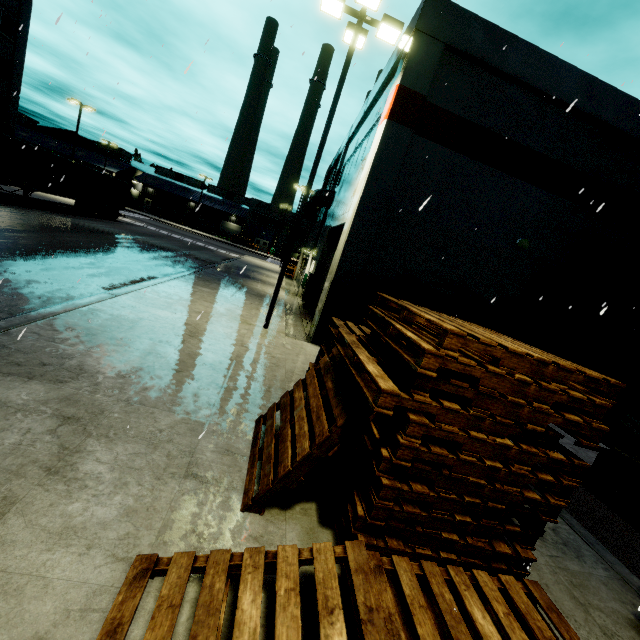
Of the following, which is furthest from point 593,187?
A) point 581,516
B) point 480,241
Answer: point 581,516

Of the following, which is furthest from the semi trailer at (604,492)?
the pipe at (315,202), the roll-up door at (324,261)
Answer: the pipe at (315,202)

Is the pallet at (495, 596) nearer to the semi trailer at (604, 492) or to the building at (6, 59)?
the building at (6, 59)

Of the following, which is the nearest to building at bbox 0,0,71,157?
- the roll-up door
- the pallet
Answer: the roll-up door

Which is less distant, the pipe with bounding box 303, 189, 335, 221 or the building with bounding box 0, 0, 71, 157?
the pipe with bounding box 303, 189, 335, 221

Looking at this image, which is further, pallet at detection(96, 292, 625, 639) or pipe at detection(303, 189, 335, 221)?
pipe at detection(303, 189, 335, 221)

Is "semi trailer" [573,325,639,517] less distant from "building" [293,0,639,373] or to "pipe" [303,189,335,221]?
"building" [293,0,639,373]

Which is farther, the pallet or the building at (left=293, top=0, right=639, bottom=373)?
the building at (left=293, top=0, right=639, bottom=373)
